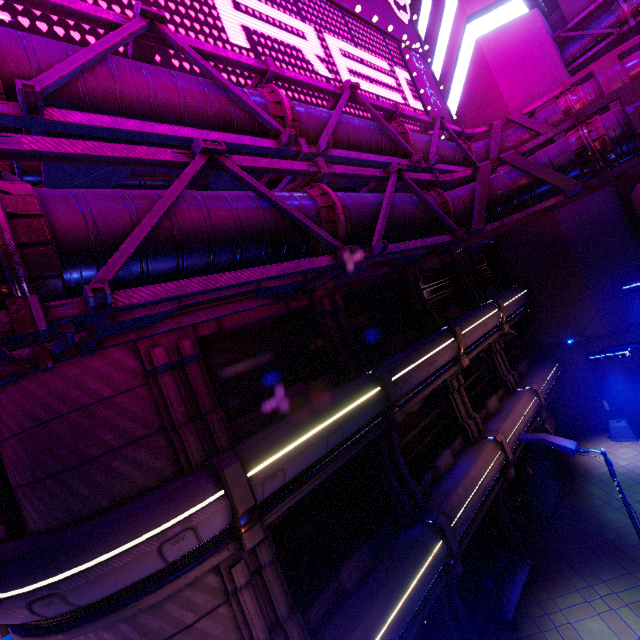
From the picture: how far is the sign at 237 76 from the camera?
7.98m

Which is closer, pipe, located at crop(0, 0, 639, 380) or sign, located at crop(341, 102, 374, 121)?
pipe, located at crop(0, 0, 639, 380)

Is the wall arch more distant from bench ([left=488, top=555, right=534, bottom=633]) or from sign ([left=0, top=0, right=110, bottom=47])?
bench ([left=488, top=555, right=534, bottom=633])

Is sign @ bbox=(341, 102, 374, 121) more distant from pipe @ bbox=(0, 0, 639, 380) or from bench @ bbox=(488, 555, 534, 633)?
bench @ bbox=(488, 555, 534, 633)

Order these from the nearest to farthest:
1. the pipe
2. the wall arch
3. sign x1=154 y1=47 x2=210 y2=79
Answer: the pipe, sign x1=154 y1=47 x2=210 y2=79, the wall arch

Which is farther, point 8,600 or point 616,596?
point 616,596

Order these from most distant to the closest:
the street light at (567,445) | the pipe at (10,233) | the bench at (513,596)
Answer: the bench at (513,596), the street light at (567,445), the pipe at (10,233)

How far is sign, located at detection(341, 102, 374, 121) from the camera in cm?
1106
